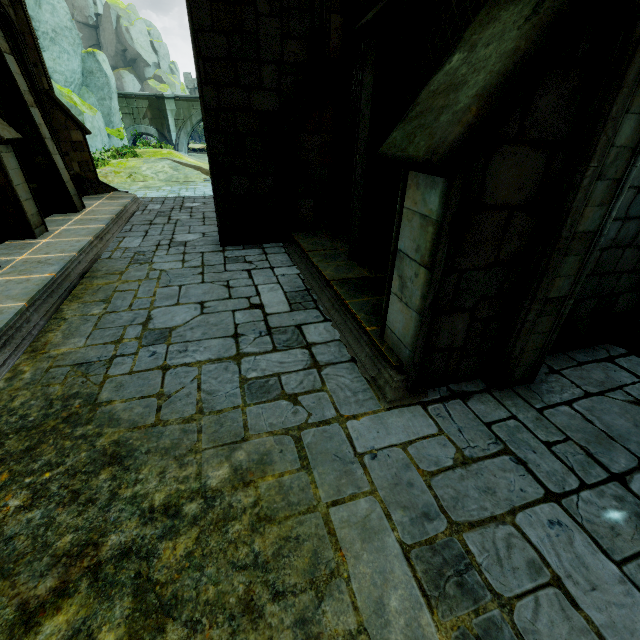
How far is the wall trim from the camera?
8.48m

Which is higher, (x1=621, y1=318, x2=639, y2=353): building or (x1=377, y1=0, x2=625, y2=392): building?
(x1=377, y1=0, x2=625, y2=392): building

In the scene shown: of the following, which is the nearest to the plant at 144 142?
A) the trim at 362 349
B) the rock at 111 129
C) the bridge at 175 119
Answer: the bridge at 175 119

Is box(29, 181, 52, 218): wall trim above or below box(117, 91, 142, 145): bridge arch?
below

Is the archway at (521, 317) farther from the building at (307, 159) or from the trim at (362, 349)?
the trim at (362, 349)

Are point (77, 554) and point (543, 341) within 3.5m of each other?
no

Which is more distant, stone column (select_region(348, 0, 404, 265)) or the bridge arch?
the bridge arch

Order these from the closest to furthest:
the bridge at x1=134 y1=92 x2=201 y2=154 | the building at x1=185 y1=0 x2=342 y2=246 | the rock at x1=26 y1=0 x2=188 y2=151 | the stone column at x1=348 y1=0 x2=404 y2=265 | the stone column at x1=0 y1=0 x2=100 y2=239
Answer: the stone column at x1=348 y1=0 x2=404 y2=265 → the building at x1=185 y1=0 x2=342 y2=246 → the stone column at x1=0 y1=0 x2=100 y2=239 → the rock at x1=26 y1=0 x2=188 y2=151 → the bridge at x1=134 y1=92 x2=201 y2=154
